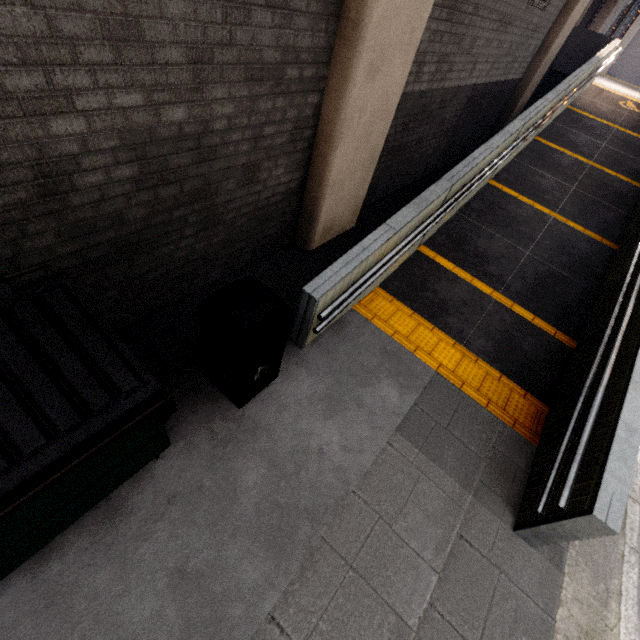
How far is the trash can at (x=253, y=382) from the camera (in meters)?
2.49

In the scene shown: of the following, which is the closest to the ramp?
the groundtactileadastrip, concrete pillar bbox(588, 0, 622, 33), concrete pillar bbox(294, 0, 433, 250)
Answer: the groundtactileadastrip

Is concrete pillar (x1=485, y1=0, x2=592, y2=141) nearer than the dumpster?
No

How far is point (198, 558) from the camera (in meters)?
2.44

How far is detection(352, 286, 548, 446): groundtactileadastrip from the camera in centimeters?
398cm

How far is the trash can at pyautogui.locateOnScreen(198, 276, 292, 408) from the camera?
2.5 meters

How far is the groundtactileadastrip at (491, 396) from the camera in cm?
398

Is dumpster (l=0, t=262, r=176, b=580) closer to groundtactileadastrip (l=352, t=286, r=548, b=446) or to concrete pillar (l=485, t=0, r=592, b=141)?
groundtactileadastrip (l=352, t=286, r=548, b=446)
